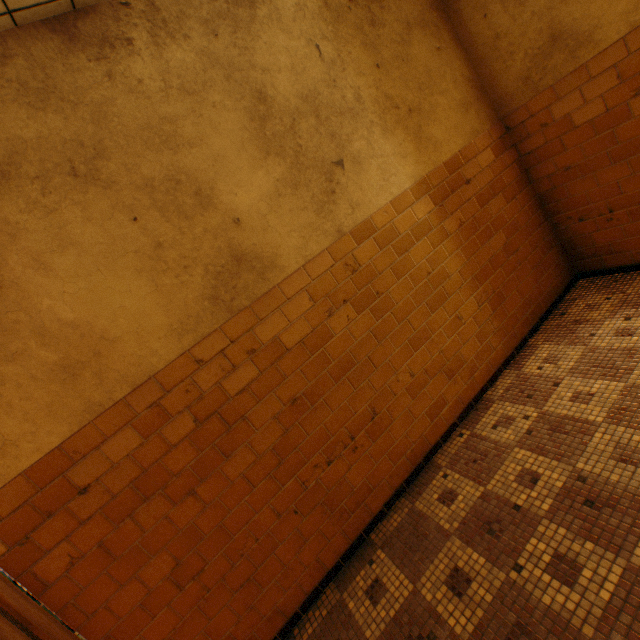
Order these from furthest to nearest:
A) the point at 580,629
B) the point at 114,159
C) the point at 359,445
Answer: the point at 359,445 < the point at 114,159 < the point at 580,629
